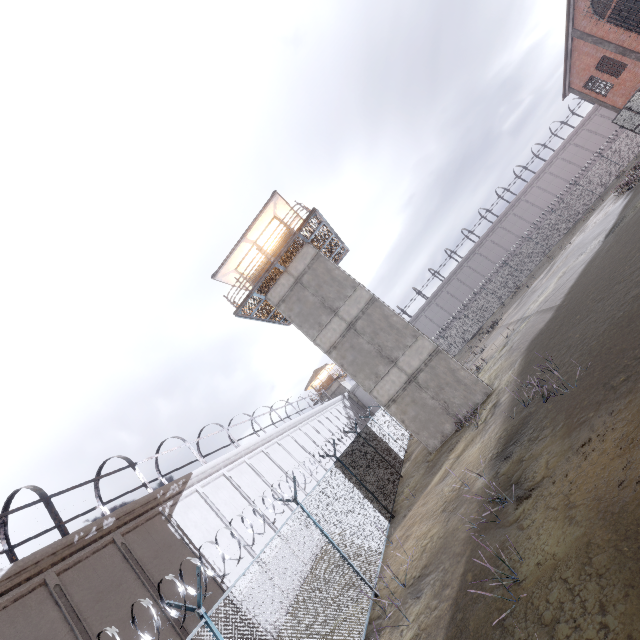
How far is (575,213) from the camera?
38.2m

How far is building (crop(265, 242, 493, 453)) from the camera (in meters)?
14.95

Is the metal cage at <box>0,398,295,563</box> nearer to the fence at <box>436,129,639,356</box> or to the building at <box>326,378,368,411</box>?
the building at <box>326,378,368,411</box>

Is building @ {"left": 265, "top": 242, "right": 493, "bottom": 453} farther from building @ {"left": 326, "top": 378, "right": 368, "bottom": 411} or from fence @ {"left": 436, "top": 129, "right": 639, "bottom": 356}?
building @ {"left": 326, "top": 378, "right": 368, "bottom": 411}

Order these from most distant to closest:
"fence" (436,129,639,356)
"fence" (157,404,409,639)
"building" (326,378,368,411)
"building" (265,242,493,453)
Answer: "building" (326,378,368,411) < "fence" (436,129,639,356) < "building" (265,242,493,453) < "fence" (157,404,409,639)

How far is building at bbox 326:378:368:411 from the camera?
52.81m

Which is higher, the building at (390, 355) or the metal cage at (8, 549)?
the metal cage at (8, 549)

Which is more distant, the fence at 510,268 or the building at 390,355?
the fence at 510,268
